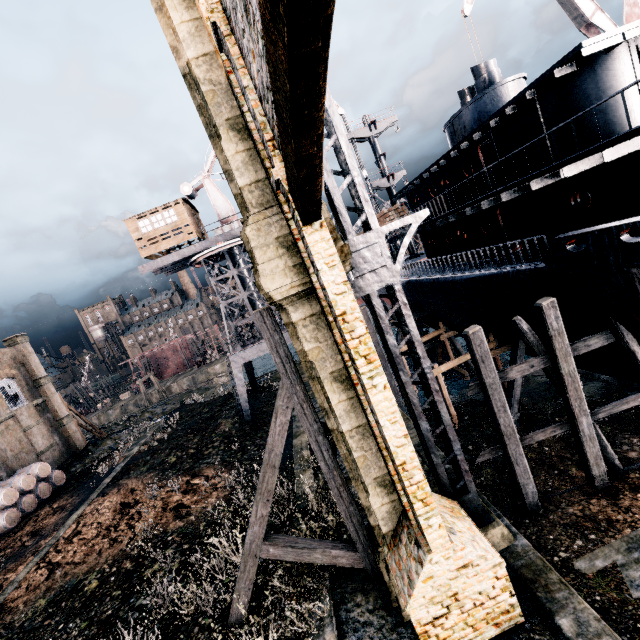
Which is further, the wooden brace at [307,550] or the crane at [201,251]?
the crane at [201,251]

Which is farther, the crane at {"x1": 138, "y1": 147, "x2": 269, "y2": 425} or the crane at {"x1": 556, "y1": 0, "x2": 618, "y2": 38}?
the crane at {"x1": 138, "y1": 147, "x2": 269, "y2": 425}

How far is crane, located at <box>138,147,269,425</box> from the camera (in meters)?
24.95

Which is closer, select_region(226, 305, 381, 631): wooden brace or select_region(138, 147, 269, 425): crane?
select_region(226, 305, 381, 631): wooden brace

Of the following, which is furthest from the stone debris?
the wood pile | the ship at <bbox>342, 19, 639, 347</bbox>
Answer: the wood pile

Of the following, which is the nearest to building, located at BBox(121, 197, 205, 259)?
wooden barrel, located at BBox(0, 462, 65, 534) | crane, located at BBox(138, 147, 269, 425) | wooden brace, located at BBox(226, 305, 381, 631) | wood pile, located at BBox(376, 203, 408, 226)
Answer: crane, located at BBox(138, 147, 269, 425)

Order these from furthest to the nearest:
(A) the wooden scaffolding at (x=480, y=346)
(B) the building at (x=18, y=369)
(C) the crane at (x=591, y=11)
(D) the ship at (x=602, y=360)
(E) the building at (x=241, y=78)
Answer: (B) the building at (x=18, y=369)
(C) the crane at (x=591, y=11)
(D) the ship at (x=602, y=360)
(A) the wooden scaffolding at (x=480, y=346)
(E) the building at (x=241, y=78)

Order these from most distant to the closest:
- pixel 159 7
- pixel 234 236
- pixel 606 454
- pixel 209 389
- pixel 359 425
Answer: pixel 209 389 < pixel 234 236 < pixel 606 454 < pixel 359 425 < pixel 159 7
